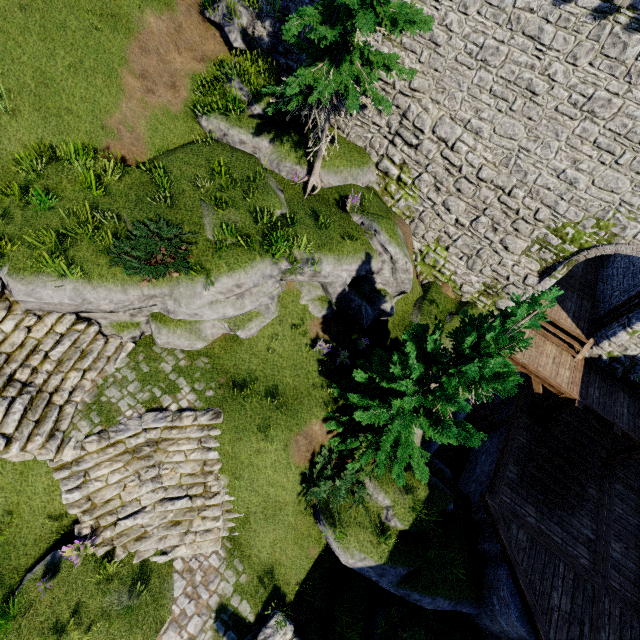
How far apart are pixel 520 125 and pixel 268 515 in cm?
1473

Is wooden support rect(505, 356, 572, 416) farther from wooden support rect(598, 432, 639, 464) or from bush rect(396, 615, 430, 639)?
bush rect(396, 615, 430, 639)

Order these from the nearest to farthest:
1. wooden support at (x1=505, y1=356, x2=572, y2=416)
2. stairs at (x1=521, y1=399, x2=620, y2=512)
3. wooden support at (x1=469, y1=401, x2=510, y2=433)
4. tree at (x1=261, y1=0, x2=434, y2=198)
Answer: tree at (x1=261, y1=0, x2=434, y2=198)
stairs at (x1=521, y1=399, x2=620, y2=512)
wooden support at (x1=505, y1=356, x2=572, y2=416)
wooden support at (x1=469, y1=401, x2=510, y2=433)

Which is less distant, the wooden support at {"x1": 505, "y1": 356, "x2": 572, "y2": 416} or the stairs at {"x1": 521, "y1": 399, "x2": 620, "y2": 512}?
the stairs at {"x1": 521, "y1": 399, "x2": 620, "y2": 512}

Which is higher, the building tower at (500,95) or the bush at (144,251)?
the building tower at (500,95)

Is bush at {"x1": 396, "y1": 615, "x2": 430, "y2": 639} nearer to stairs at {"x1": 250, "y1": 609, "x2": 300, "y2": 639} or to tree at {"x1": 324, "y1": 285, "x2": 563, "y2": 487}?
stairs at {"x1": 250, "y1": 609, "x2": 300, "y2": 639}

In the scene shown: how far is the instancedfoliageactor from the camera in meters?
8.0

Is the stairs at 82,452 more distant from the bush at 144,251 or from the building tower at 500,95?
the building tower at 500,95
